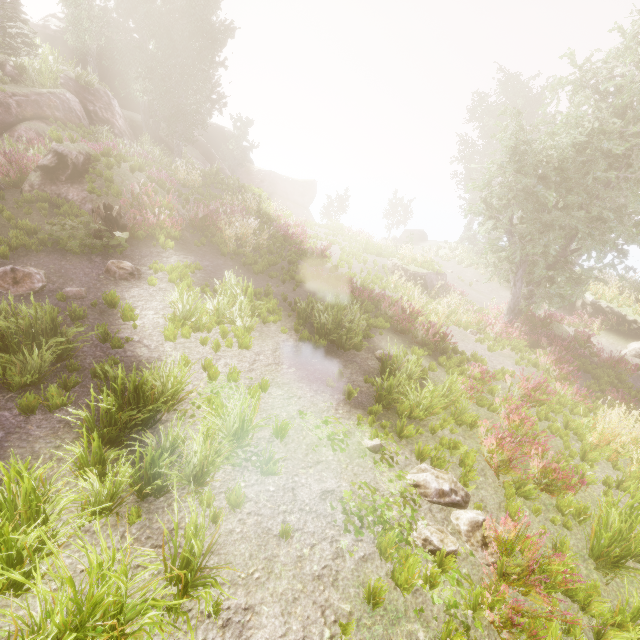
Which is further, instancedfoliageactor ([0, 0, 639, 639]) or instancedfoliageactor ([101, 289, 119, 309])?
instancedfoliageactor ([101, 289, 119, 309])

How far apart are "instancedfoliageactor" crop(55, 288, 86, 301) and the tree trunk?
2.1m

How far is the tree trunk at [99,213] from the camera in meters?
8.7 m

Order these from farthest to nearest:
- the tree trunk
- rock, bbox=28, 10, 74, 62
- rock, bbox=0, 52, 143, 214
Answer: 1. rock, bbox=28, 10, 74, 62
2. rock, bbox=0, 52, 143, 214
3. the tree trunk

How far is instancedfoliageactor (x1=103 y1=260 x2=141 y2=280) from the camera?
8.1 meters

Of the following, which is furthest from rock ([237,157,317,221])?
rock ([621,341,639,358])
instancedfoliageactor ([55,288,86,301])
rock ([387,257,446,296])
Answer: A: rock ([621,341,639,358])

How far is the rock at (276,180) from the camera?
42.2 meters

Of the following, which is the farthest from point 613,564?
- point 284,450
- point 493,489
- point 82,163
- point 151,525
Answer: point 82,163
